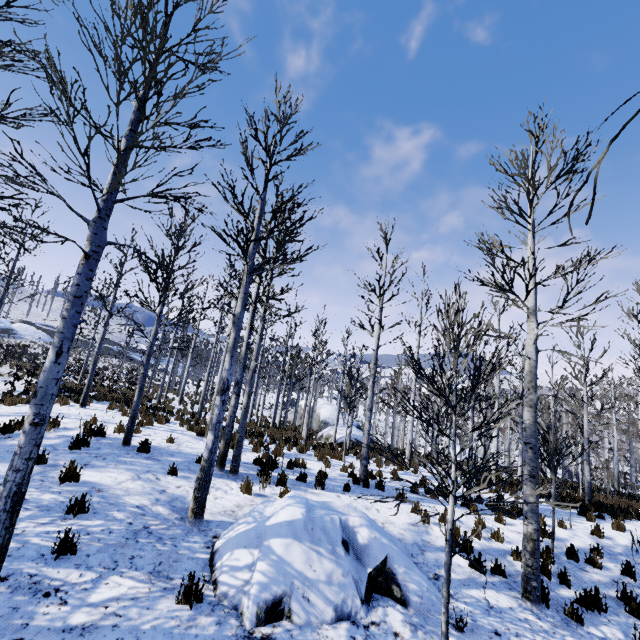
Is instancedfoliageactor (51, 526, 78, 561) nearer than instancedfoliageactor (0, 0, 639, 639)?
No

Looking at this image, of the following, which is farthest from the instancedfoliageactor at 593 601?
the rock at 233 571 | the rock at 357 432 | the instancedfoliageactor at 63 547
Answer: the rock at 357 432

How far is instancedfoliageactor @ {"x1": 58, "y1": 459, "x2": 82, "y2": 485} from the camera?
5.86m

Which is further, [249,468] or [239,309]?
[249,468]

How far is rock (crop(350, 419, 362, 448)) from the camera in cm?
2017

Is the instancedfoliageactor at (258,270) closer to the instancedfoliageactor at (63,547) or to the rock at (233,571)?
the instancedfoliageactor at (63,547)
